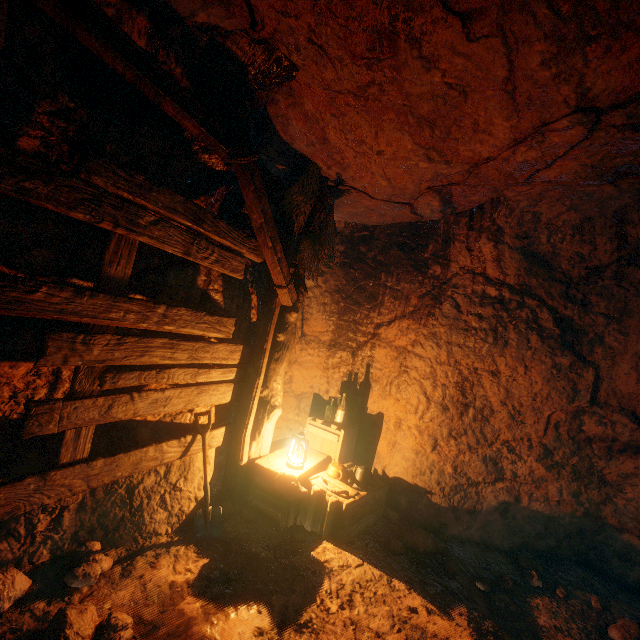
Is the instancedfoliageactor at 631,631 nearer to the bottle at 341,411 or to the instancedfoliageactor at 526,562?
the instancedfoliageactor at 526,562

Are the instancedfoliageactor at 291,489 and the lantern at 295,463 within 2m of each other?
yes

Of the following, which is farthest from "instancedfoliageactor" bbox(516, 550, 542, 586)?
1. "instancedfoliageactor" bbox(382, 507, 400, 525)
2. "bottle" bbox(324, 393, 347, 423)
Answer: "bottle" bbox(324, 393, 347, 423)

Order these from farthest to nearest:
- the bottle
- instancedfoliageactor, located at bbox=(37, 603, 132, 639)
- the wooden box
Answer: the bottle, the wooden box, instancedfoliageactor, located at bbox=(37, 603, 132, 639)

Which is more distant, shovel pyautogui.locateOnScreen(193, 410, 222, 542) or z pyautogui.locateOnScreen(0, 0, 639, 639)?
shovel pyautogui.locateOnScreen(193, 410, 222, 542)

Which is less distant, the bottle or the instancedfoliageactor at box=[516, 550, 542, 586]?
the instancedfoliageactor at box=[516, 550, 542, 586]

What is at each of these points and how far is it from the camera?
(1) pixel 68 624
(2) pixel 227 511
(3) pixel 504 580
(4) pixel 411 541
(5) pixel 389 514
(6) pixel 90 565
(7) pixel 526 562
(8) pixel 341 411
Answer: (1) instancedfoliageactor, 2.12m
(2) instancedfoliageactor, 3.72m
(3) instancedfoliageactor, 3.69m
(4) instancedfoliageactor, 3.88m
(5) instancedfoliageactor, 4.39m
(6) instancedfoliageactor, 2.69m
(7) instancedfoliageactor, 4.11m
(8) bottle, 4.98m

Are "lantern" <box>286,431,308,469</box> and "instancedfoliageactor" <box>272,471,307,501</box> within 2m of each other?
yes
